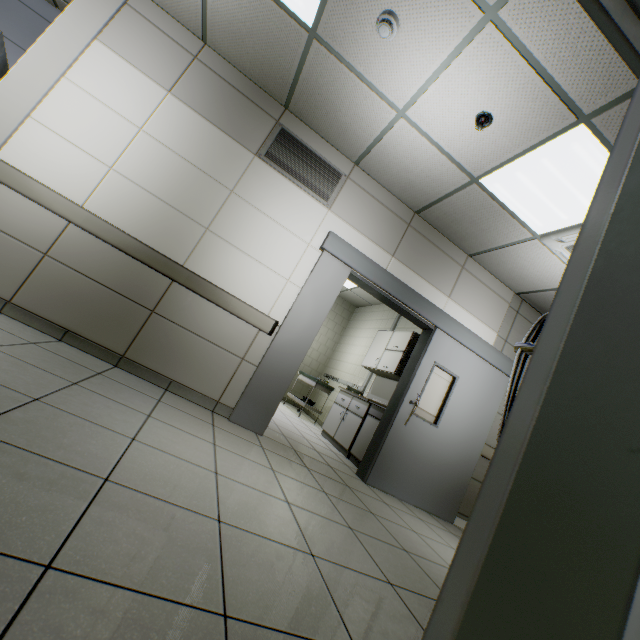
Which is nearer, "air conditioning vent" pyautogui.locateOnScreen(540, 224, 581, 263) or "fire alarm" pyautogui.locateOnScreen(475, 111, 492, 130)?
"fire alarm" pyautogui.locateOnScreen(475, 111, 492, 130)

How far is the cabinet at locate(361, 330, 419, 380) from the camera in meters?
5.3 m

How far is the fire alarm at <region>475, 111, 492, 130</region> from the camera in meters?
2.6

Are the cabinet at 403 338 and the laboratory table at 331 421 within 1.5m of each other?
yes

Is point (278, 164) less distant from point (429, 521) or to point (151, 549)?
point (151, 549)

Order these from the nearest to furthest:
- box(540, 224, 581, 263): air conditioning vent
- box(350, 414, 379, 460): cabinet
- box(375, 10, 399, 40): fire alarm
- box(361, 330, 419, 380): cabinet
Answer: box(375, 10, 399, 40): fire alarm
box(540, 224, 581, 263): air conditioning vent
box(350, 414, 379, 460): cabinet
box(361, 330, 419, 380): cabinet

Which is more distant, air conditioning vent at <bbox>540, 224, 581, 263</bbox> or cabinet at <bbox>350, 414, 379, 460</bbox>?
cabinet at <bbox>350, 414, 379, 460</bbox>

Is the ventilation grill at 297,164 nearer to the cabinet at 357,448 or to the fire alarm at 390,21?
the fire alarm at 390,21
